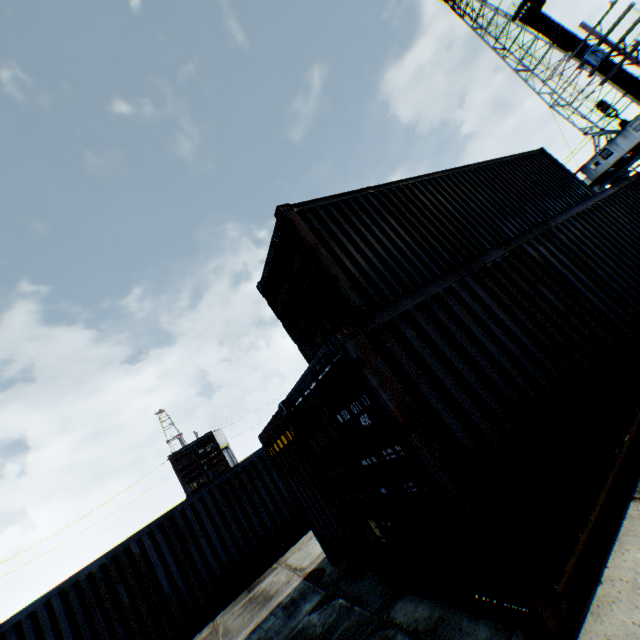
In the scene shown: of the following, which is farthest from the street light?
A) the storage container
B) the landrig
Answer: the landrig

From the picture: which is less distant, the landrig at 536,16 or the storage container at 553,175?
the storage container at 553,175

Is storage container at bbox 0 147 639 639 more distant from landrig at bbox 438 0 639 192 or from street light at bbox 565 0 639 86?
landrig at bbox 438 0 639 192

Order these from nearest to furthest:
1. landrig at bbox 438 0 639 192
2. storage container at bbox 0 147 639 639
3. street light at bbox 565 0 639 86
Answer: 1. storage container at bbox 0 147 639 639
2. street light at bbox 565 0 639 86
3. landrig at bbox 438 0 639 192

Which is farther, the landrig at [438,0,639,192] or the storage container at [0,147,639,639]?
the landrig at [438,0,639,192]

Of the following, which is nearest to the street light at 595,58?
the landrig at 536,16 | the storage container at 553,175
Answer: the storage container at 553,175

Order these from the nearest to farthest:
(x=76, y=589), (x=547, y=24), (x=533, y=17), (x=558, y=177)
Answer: (x=76, y=589) → (x=558, y=177) → (x=547, y=24) → (x=533, y=17)
